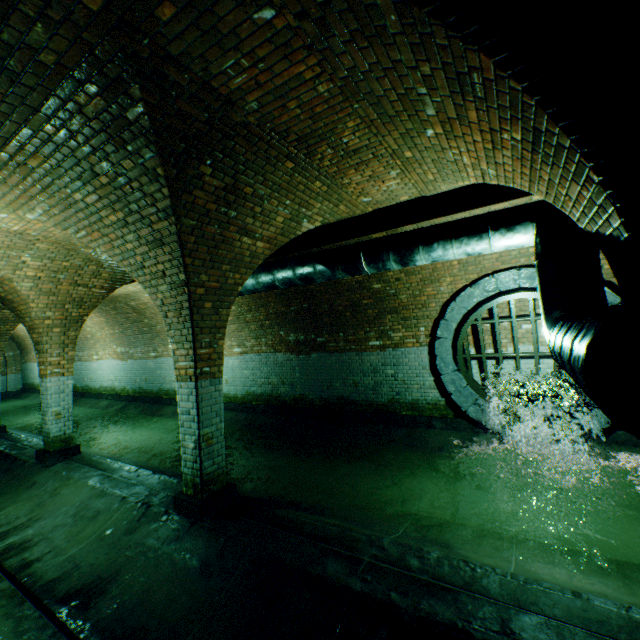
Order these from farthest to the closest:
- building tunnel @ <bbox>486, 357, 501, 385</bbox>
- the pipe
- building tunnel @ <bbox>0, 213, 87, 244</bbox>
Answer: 1. building tunnel @ <bbox>486, 357, 501, 385</bbox>
2. building tunnel @ <bbox>0, 213, 87, 244</bbox>
3. the pipe

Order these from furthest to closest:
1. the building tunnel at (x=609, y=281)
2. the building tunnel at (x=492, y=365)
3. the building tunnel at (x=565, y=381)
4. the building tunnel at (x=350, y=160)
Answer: the building tunnel at (x=492, y=365) < the building tunnel at (x=565, y=381) < the building tunnel at (x=609, y=281) < the building tunnel at (x=350, y=160)

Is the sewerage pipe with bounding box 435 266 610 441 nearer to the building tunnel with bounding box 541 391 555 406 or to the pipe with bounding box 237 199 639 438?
the building tunnel with bounding box 541 391 555 406

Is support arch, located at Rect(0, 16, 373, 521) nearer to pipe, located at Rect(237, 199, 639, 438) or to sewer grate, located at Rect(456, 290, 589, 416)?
pipe, located at Rect(237, 199, 639, 438)

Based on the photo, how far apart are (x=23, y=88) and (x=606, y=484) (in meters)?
8.39

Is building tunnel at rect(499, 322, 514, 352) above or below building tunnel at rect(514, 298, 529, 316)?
below

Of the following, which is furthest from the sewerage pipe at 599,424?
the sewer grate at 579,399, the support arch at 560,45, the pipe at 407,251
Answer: the support arch at 560,45

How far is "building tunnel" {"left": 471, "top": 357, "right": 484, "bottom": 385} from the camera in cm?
702
